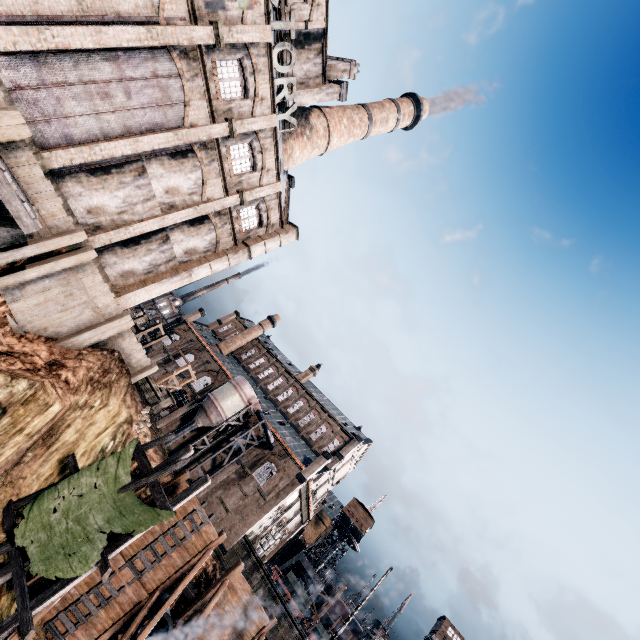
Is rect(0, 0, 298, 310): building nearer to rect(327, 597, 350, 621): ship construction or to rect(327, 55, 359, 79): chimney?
rect(327, 55, 359, 79): chimney

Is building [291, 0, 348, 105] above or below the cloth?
above

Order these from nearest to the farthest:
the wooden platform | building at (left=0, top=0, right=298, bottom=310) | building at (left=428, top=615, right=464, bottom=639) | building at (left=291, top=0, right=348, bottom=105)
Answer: the wooden platform, building at (left=0, top=0, right=298, bottom=310), building at (left=291, top=0, right=348, bottom=105), building at (left=428, top=615, right=464, bottom=639)

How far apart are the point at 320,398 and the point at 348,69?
47.3 meters

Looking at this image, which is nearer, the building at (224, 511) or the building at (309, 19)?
the building at (309, 19)

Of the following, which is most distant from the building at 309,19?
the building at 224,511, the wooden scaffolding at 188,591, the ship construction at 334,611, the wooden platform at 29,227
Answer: the ship construction at 334,611

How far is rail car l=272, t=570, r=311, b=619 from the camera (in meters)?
43.03

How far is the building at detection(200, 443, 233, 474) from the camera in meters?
41.3
